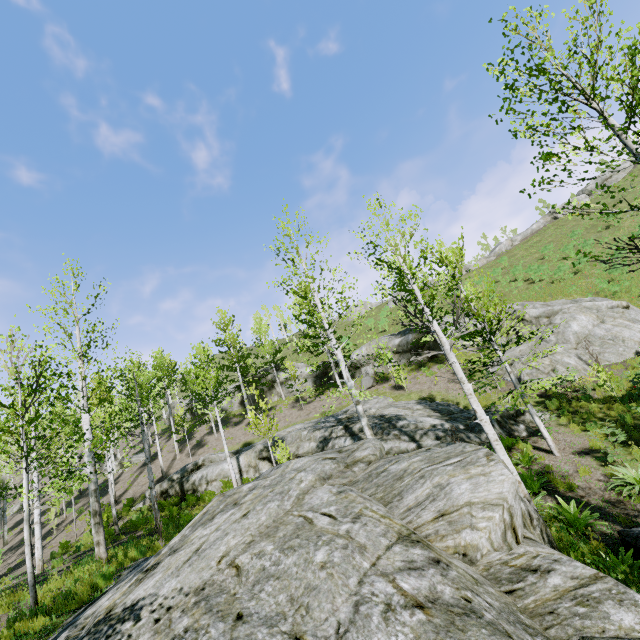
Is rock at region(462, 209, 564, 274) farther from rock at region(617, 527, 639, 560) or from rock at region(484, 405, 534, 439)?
rock at region(617, 527, 639, 560)

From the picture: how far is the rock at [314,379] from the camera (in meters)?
31.73

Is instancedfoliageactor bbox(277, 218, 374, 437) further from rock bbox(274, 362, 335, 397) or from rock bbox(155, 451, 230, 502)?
rock bbox(274, 362, 335, 397)

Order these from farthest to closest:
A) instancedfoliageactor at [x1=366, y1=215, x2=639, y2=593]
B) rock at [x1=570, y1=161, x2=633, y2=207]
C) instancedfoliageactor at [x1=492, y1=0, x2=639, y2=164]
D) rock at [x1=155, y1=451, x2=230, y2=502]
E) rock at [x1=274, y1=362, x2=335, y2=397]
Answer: rock at [x1=570, y1=161, x2=633, y2=207], rock at [x1=274, y1=362, x2=335, y2=397], rock at [x1=155, y1=451, x2=230, y2=502], instancedfoliageactor at [x1=366, y1=215, x2=639, y2=593], instancedfoliageactor at [x1=492, y1=0, x2=639, y2=164]

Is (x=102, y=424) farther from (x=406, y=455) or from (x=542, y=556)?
(x=542, y=556)

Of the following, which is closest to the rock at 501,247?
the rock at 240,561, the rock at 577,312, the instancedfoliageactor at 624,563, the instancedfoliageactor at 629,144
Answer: the rock at 577,312

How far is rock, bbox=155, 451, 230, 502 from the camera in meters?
18.8 m

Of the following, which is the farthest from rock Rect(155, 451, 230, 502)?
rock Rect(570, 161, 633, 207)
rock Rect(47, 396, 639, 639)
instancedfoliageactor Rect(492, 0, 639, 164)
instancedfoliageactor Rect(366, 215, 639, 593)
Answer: rock Rect(570, 161, 633, 207)
